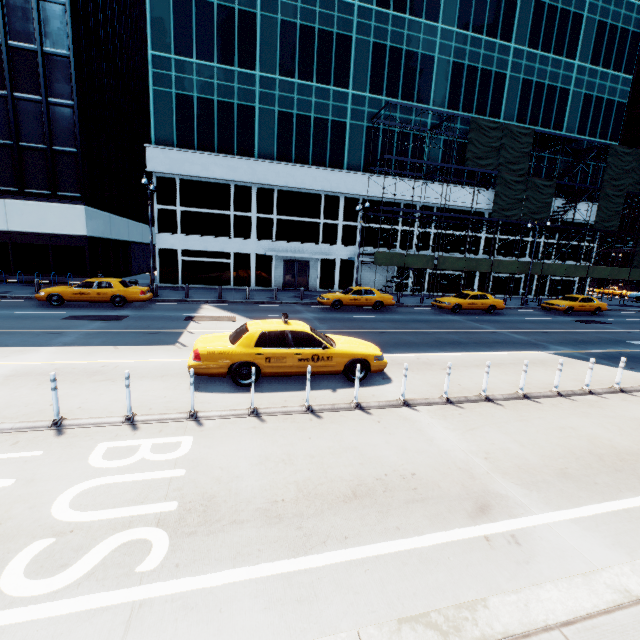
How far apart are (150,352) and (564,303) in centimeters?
2932cm

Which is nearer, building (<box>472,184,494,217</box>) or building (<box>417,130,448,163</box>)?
building (<box>417,130,448,163</box>)

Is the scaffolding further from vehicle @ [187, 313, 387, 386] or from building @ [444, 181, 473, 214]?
vehicle @ [187, 313, 387, 386]

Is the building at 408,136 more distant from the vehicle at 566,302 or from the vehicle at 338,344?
the vehicle at 338,344

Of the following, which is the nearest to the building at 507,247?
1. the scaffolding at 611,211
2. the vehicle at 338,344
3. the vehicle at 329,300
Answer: the scaffolding at 611,211

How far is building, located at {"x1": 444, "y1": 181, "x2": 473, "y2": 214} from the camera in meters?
31.9

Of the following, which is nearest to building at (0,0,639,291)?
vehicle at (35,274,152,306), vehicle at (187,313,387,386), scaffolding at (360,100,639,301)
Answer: scaffolding at (360,100,639,301)

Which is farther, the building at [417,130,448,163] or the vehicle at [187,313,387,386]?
the building at [417,130,448,163]
